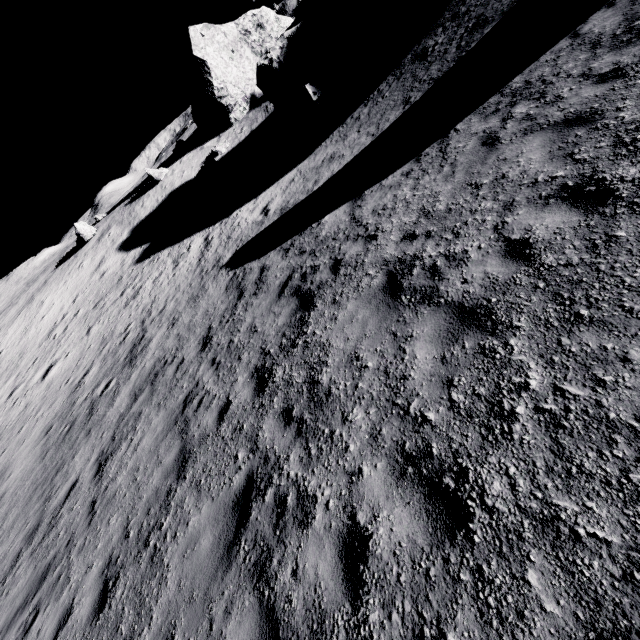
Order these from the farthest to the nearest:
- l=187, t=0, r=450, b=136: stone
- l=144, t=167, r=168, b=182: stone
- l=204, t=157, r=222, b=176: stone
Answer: l=144, t=167, r=168, b=182: stone < l=204, t=157, r=222, b=176: stone < l=187, t=0, r=450, b=136: stone

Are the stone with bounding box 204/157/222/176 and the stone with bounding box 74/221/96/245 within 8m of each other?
no

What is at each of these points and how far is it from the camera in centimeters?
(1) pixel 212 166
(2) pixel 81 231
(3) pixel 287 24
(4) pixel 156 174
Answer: (1) stone, 2819cm
(2) stone, 3094cm
(3) stone, 3128cm
(4) stone, 3158cm

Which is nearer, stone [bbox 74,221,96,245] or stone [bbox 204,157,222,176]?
stone [bbox 204,157,222,176]

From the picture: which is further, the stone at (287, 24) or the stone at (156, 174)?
the stone at (156, 174)

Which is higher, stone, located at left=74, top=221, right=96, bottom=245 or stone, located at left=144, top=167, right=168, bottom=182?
stone, located at left=74, top=221, right=96, bottom=245

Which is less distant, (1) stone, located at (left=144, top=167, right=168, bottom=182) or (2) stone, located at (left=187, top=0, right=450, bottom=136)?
(2) stone, located at (left=187, top=0, right=450, bottom=136)

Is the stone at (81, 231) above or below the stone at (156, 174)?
above
